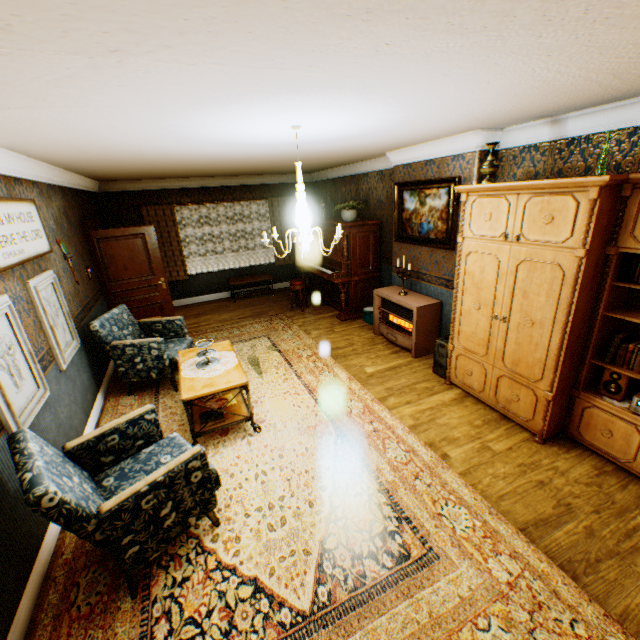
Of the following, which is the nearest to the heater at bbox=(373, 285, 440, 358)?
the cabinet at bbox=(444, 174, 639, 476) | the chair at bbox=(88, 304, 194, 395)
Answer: the cabinet at bbox=(444, 174, 639, 476)

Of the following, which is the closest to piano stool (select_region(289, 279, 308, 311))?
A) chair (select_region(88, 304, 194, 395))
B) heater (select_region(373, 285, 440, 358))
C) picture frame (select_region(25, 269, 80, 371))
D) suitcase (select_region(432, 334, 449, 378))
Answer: heater (select_region(373, 285, 440, 358))

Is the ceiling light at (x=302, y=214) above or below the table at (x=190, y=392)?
above

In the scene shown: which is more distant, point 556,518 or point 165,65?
point 556,518

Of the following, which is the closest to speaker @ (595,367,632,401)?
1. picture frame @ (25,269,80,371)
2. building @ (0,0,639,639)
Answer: building @ (0,0,639,639)

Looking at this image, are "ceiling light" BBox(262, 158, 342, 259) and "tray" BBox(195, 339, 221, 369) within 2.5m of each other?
yes

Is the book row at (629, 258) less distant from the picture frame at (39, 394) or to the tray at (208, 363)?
the tray at (208, 363)

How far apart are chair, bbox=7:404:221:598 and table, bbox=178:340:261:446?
0.3 meters
